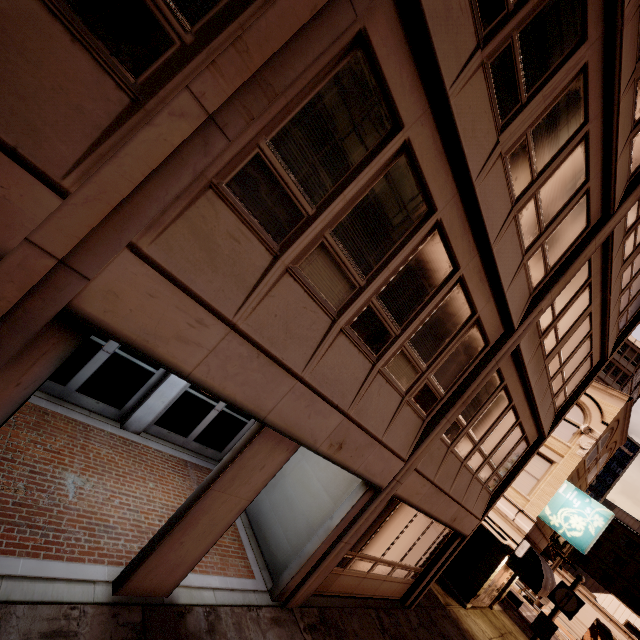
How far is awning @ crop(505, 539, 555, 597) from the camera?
14.65m

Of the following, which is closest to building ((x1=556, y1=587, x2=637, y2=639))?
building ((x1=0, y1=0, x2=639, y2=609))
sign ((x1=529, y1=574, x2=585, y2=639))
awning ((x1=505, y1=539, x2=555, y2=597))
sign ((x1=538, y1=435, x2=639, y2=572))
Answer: sign ((x1=538, y1=435, x2=639, y2=572))

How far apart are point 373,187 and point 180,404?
6.9 meters

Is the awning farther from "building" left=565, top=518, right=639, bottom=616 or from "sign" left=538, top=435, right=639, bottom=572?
"building" left=565, top=518, right=639, bottom=616

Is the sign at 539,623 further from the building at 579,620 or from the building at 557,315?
the building at 579,620

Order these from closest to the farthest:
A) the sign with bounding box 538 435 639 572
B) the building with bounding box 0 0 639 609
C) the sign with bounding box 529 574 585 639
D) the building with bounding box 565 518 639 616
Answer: the building with bounding box 0 0 639 609
the sign with bounding box 529 574 585 639
the sign with bounding box 538 435 639 572
the building with bounding box 565 518 639 616

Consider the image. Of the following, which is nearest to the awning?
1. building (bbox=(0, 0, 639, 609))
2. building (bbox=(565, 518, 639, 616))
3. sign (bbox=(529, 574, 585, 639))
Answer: building (bbox=(0, 0, 639, 609))

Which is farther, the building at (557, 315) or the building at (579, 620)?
the building at (579, 620)
